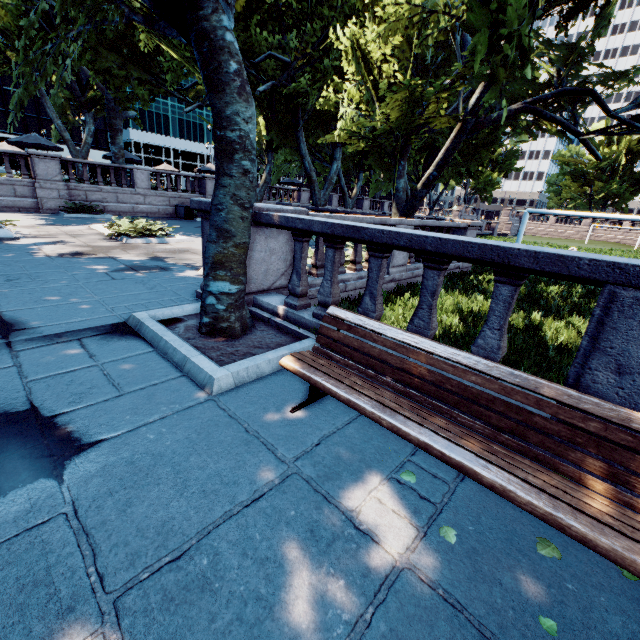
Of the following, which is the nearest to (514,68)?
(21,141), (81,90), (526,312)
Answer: (526,312)

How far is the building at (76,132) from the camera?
57.6 meters

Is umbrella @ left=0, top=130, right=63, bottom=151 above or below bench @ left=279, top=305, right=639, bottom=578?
above

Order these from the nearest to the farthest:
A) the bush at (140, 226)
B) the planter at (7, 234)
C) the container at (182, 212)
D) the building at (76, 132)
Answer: the planter at (7, 234), the bush at (140, 226), the container at (182, 212), the building at (76, 132)

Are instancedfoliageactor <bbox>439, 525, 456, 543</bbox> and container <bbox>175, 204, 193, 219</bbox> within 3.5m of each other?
no

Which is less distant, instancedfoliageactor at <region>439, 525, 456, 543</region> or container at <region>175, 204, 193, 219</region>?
instancedfoliageactor at <region>439, 525, 456, 543</region>

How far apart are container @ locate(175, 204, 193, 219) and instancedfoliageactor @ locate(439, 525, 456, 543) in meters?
24.3 m

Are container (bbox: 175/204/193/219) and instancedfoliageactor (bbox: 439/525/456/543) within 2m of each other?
no
